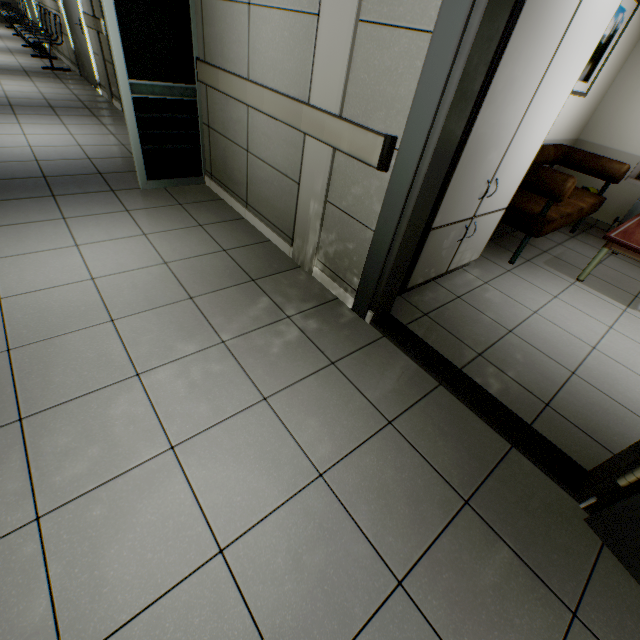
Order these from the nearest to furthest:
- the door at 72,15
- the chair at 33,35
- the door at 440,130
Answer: the door at 440,130, the door at 72,15, the chair at 33,35

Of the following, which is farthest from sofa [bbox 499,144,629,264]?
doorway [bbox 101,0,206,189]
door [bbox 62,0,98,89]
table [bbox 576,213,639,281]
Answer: door [bbox 62,0,98,89]

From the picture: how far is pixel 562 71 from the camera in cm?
211

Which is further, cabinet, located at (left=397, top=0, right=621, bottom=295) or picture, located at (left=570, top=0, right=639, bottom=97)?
picture, located at (left=570, top=0, right=639, bottom=97)

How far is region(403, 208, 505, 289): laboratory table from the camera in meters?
Answer: 2.4 m

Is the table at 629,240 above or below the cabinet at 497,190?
below

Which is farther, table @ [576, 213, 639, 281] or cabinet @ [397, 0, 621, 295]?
table @ [576, 213, 639, 281]

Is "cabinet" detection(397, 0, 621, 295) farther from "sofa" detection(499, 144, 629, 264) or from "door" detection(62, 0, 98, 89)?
"door" detection(62, 0, 98, 89)
